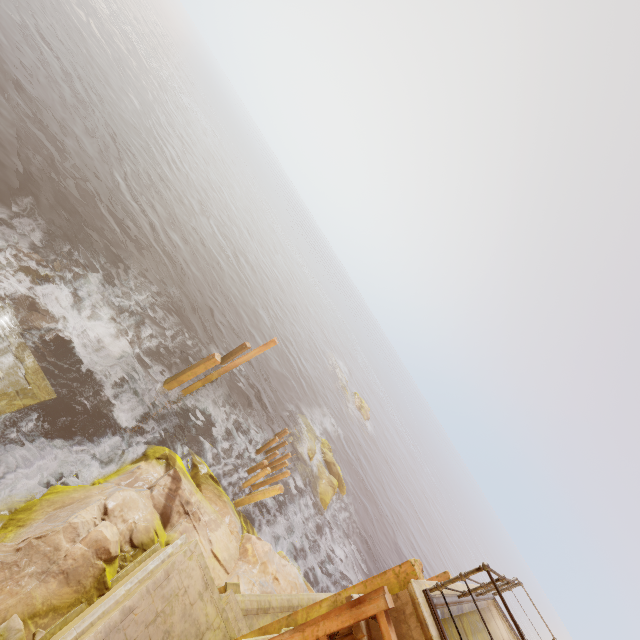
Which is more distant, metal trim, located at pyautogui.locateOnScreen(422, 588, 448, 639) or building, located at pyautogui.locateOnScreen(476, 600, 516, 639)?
building, located at pyautogui.locateOnScreen(476, 600, 516, 639)

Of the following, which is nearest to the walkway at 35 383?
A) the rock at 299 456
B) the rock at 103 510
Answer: the rock at 103 510

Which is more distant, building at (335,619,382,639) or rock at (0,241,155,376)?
rock at (0,241,155,376)

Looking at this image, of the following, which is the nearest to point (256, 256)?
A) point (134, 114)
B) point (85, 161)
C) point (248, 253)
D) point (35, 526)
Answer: point (248, 253)

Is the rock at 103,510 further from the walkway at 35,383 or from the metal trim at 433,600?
the metal trim at 433,600

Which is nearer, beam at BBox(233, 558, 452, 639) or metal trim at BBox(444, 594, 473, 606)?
metal trim at BBox(444, 594, 473, 606)

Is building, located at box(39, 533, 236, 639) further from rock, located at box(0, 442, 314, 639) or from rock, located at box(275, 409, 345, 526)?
rock, located at box(275, 409, 345, 526)

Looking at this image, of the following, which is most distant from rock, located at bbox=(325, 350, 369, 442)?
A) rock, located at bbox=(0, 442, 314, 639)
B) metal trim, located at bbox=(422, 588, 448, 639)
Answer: metal trim, located at bbox=(422, 588, 448, 639)
